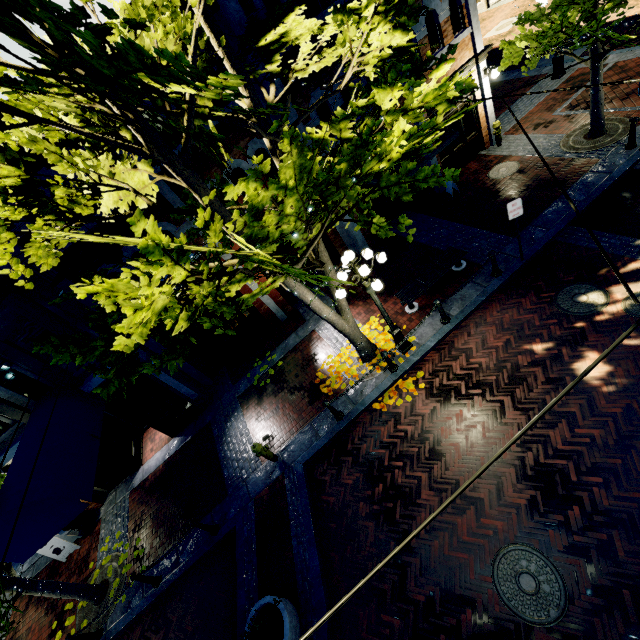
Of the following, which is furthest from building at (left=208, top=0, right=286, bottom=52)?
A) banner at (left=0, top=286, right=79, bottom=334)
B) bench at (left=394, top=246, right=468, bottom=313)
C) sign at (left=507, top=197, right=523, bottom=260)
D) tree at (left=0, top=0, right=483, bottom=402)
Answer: banner at (left=0, top=286, right=79, bottom=334)

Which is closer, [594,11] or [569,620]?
[569,620]

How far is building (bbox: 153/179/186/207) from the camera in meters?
9.3 m

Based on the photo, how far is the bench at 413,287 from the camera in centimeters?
943cm

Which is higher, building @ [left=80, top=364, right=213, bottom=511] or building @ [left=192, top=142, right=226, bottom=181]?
building @ [left=192, top=142, right=226, bottom=181]

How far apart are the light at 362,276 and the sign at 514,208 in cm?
333

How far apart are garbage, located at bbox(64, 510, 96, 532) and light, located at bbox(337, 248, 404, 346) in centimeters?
1167cm

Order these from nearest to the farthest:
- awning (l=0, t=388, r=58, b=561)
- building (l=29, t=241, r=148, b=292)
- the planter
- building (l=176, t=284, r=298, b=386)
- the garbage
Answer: the planter, awning (l=0, t=388, r=58, b=561), building (l=29, t=241, r=148, b=292), the garbage, building (l=176, t=284, r=298, b=386)
